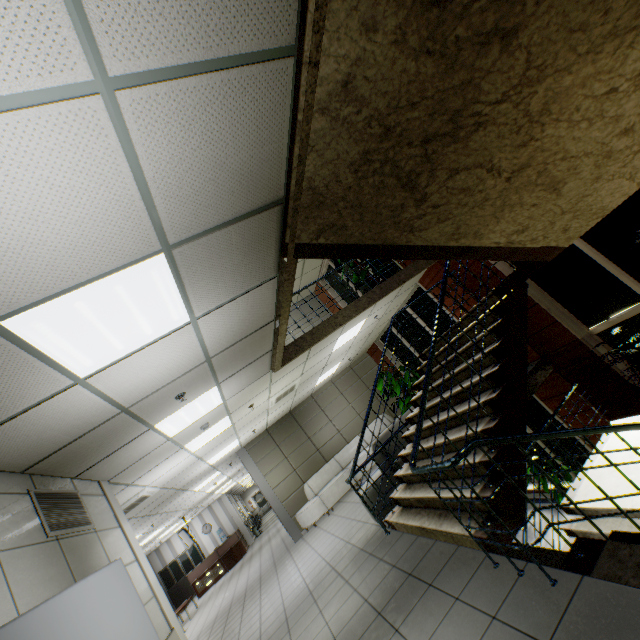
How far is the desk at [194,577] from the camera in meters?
15.5 m

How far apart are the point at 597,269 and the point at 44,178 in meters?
7.4

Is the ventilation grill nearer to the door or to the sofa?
the door

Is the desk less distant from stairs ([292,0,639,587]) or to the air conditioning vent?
the air conditioning vent

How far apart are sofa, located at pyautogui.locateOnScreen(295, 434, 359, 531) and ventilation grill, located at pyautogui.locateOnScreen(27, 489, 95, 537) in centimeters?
715cm

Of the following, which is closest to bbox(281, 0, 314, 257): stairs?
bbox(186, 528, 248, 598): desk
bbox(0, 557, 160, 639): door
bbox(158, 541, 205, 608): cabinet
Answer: bbox(0, 557, 160, 639): door

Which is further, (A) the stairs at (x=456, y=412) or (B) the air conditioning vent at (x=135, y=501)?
(B) the air conditioning vent at (x=135, y=501)

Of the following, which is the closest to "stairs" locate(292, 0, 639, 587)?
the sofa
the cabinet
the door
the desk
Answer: the door
